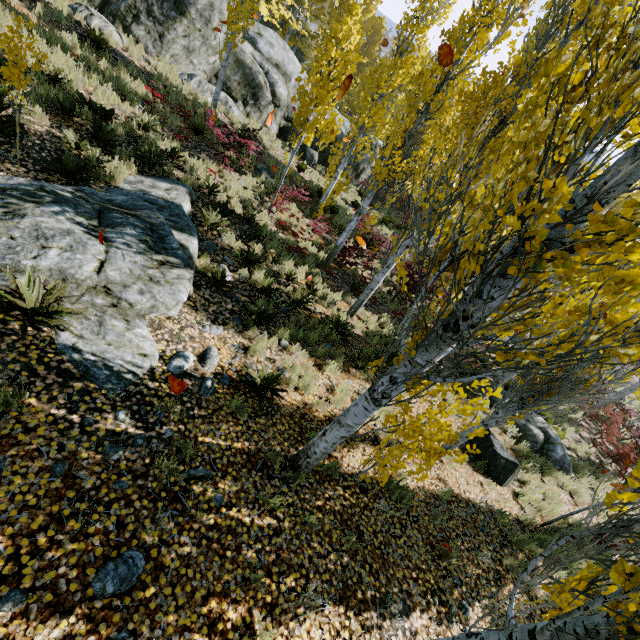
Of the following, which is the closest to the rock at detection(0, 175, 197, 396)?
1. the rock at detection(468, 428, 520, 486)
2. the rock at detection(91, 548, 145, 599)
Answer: the rock at detection(91, 548, 145, 599)

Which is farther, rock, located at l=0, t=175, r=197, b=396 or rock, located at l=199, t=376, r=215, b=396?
rock, located at l=199, t=376, r=215, b=396

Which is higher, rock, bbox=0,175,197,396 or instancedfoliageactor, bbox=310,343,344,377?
rock, bbox=0,175,197,396

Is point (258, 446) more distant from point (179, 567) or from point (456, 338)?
point (456, 338)

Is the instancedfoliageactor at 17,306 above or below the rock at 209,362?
above

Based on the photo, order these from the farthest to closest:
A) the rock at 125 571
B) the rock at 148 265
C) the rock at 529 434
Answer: the rock at 529 434 < the rock at 148 265 < the rock at 125 571

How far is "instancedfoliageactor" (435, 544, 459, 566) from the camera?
5.0 meters

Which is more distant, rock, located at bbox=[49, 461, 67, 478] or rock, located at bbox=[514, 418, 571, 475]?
rock, located at bbox=[514, 418, 571, 475]
